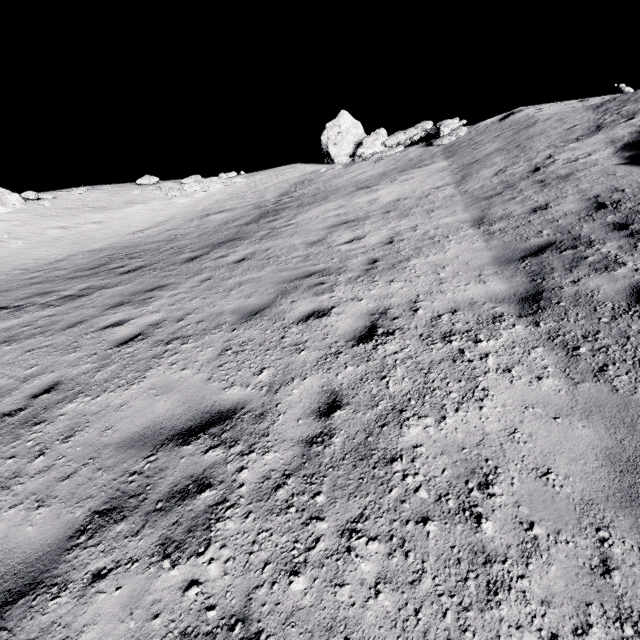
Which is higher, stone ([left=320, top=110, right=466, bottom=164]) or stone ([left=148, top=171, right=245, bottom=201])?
stone ([left=320, top=110, right=466, bottom=164])

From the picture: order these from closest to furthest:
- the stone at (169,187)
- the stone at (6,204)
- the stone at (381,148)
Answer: the stone at (381,148) → the stone at (6,204) → the stone at (169,187)

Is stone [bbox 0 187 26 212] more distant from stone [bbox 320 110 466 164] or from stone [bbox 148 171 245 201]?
stone [bbox 320 110 466 164]

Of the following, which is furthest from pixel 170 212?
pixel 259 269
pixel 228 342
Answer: pixel 228 342

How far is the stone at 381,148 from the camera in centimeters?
1754cm

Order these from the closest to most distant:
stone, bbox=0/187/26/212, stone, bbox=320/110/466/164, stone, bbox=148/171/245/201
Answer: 1. stone, bbox=320/110/466/164
2. stone, bbox=0/187/26/212
3. stone, bbox=148/171/245/201

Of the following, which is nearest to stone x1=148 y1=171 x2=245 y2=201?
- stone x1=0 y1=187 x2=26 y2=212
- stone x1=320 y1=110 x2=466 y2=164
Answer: stone x1=0 y1=187 x2=26 y2=212
